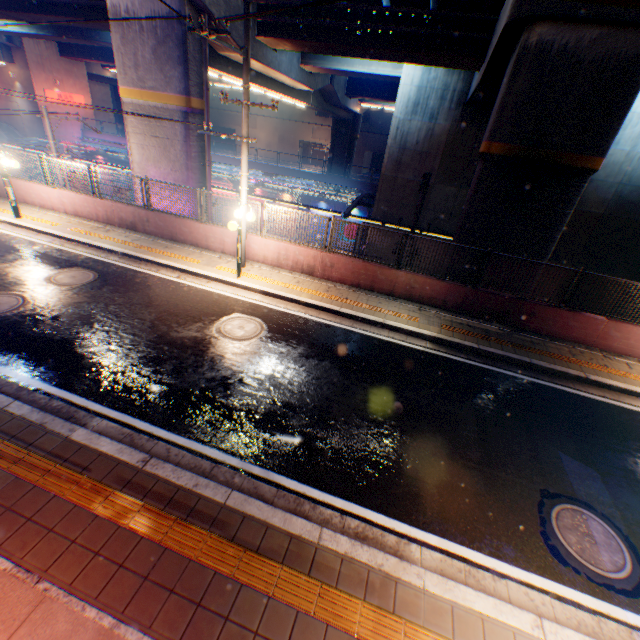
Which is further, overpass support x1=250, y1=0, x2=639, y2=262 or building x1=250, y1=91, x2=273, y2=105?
building x1=250, y1=91, x2=273, y2=105

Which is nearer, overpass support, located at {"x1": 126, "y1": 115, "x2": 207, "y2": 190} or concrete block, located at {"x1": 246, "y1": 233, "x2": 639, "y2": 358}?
concrete block, located at {"x1": 246, "y1": 233, "x2": 639, "y2": 358}

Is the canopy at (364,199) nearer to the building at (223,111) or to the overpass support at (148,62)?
the overpass support at (148,62)

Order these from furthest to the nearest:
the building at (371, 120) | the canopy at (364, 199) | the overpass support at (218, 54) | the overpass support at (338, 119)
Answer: the building at (371, 120) → the canopy at (364, 199) → the overpass support at (218, 54) → the overpass support at (338, 119)

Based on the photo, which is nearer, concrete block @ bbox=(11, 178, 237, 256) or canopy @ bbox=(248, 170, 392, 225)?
concrete block @ bbox=(11, 178, 237, 256)

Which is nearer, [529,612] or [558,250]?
[529,612]

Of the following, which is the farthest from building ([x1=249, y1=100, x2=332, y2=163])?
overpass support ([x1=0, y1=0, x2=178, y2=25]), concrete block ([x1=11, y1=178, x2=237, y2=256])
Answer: concrete block ([x1=11, y1=178, x2=237, y2=256])

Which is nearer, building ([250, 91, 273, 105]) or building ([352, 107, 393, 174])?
building ([352, 107, 393, 174])
